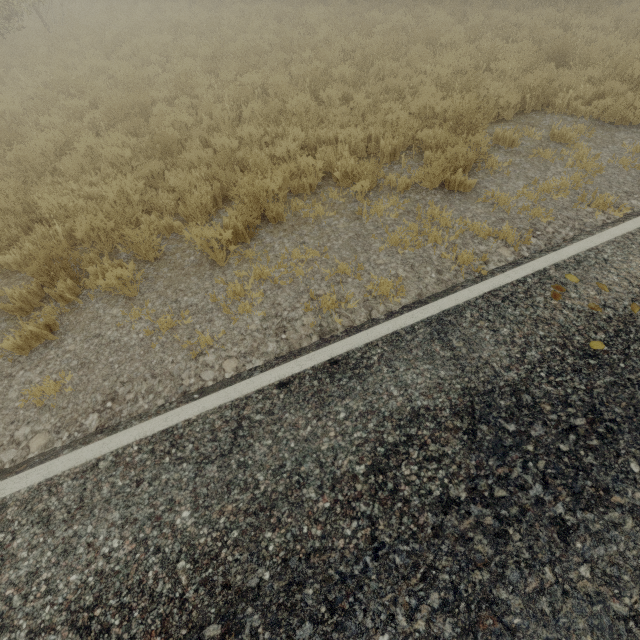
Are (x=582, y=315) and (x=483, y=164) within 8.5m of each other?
yes
